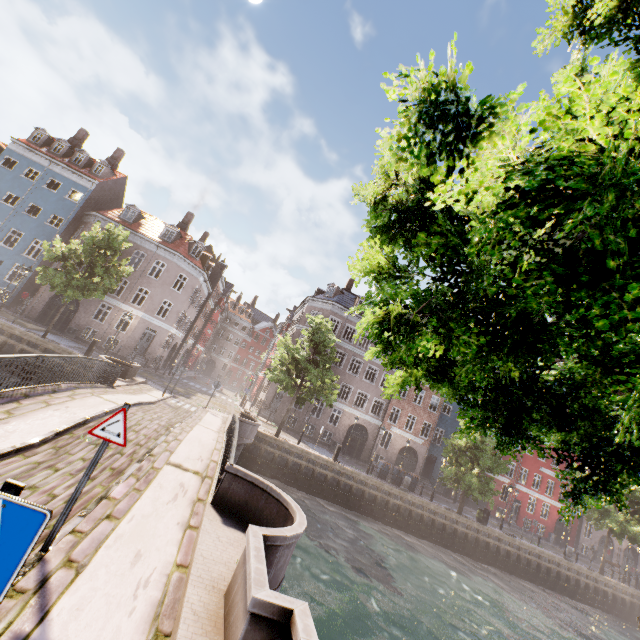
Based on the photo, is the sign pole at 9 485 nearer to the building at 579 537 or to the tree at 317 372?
the tree at 317 372

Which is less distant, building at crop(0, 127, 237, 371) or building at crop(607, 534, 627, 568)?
building at crop(0, 127, 237, 371)

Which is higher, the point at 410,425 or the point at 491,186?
the point at 410,425

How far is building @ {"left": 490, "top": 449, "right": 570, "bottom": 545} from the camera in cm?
3641

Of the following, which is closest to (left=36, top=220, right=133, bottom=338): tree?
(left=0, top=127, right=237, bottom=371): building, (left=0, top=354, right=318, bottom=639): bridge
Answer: (left=0, top=354, right=318, bottom=639): bridge

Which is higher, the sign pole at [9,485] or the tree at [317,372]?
the tree at [317,372]

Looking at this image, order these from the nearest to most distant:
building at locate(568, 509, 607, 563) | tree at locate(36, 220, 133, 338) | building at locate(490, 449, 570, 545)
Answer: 1. tree at locate(36, 220, 133, 338)
2. building at locate(490, 449, 570, 545)
3. building at locate(568, 509, 607, 563)

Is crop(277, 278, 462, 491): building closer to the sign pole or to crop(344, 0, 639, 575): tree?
crop(344, 0, 639, 575): tree
